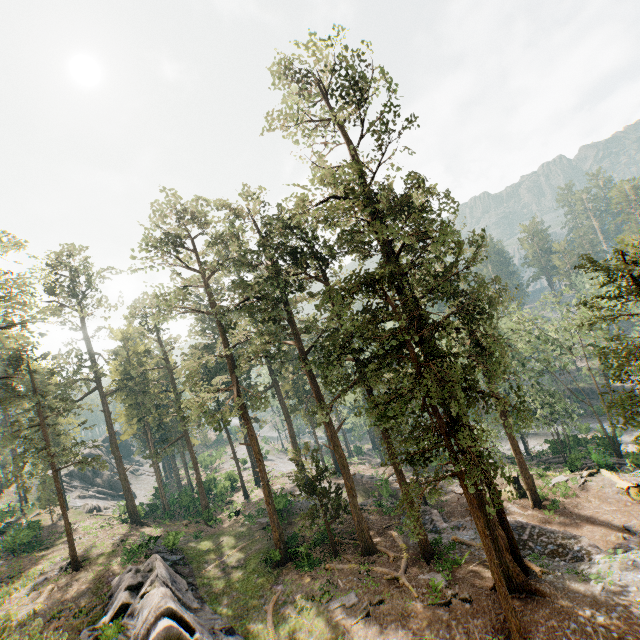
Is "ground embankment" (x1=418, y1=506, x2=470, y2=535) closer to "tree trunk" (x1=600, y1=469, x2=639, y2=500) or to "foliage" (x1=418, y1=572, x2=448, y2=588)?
"foliage" (x1=418, y1=572, x2=448, y2=588)

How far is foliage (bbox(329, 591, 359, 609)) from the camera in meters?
19.9

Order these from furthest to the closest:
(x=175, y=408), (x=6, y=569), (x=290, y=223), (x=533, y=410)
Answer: (x=175, y=408) → (x=533, y=410) → (x=6, y=569) → (x=290, y=223)

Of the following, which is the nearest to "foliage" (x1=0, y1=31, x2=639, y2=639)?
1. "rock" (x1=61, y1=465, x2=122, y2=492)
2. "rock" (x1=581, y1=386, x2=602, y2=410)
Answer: "rock" (x1=581, y1=386, x2=602, y2=410)

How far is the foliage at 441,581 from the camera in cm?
1919

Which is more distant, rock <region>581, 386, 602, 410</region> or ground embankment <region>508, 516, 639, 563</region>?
rock <region>581, 386, 602, 410</region>

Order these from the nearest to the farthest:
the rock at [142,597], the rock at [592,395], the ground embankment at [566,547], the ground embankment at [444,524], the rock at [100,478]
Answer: the rock at [142,597] → the ground embankment at [566,547] → the ground embankment at [444,524] → the rock at [592,395] → the rock at [100,478]

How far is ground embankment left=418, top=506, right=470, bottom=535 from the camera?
25.1 meters
